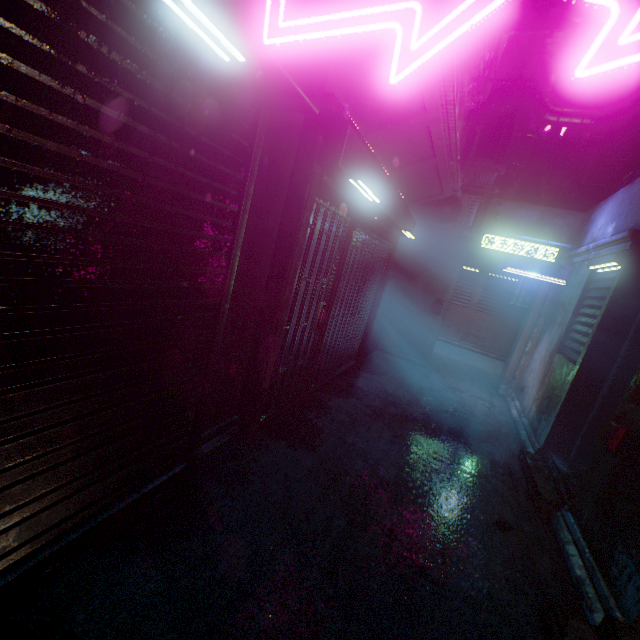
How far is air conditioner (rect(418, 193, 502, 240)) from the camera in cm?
614

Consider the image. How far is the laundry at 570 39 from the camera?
6.18m

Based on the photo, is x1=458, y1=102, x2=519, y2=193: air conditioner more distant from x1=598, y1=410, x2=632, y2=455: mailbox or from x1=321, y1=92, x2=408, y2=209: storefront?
x1=598, y1=410, x2=632, y2=455: mailbox

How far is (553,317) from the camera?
5.5 meters

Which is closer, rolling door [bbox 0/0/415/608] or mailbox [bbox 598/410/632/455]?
rolling door [bbox 0/0/415/608]

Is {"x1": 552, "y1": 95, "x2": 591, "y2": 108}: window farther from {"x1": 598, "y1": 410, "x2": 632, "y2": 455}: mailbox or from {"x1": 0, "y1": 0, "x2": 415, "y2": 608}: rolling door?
{"x1": 0, "y1": 0, "x2": 415, "y2": 608}: rolling door

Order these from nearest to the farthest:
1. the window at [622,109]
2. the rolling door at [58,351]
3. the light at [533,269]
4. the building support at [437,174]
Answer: the rolling door at [58,351]
the building support at [437,174]
the light at [533,269]
the window at [622,109]

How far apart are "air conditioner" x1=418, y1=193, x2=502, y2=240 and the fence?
1.1 meters
